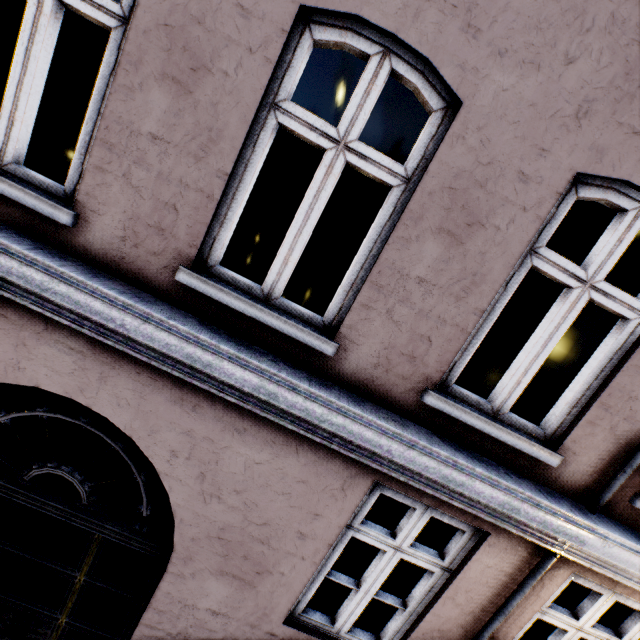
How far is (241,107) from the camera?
2.0 meters
